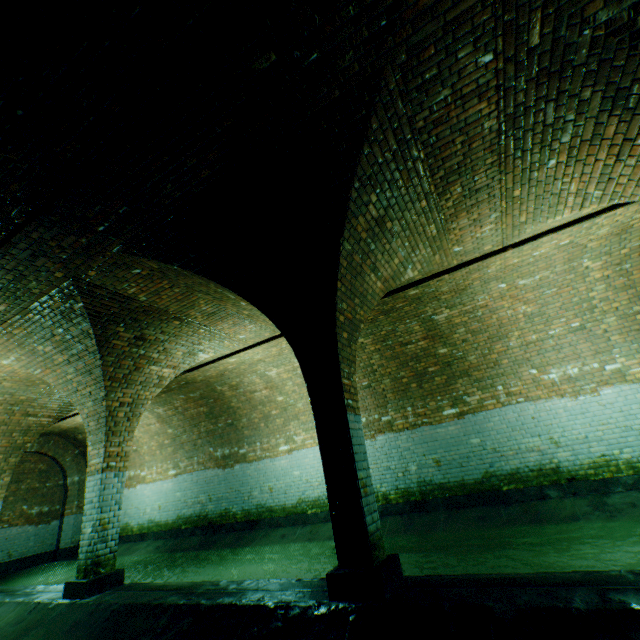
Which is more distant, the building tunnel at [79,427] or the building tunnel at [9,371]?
the building tunnel at [79,427]

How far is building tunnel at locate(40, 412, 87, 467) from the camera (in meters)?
11.51

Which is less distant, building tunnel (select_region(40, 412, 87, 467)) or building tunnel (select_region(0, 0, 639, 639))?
building tunnel (select_region(0, 0, 639, 639))

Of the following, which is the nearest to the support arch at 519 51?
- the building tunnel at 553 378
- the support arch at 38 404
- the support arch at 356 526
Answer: the building tunnel at 553 378

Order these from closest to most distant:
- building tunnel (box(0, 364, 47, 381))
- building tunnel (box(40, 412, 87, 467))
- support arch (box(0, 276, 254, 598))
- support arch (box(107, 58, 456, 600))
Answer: support arch (box(107, 58, 456, 600)), support arch (box(0, 276, 254, 598)), building tunnel (box(0, 364, 47, 381)), building tunnel (box(40, 412, 87, 467))

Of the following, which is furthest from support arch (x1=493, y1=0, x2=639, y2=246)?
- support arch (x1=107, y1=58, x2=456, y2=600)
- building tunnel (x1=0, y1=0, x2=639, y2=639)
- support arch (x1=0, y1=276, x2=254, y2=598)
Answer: support arch (x1=0, y1=276, x2=254, y2=598)

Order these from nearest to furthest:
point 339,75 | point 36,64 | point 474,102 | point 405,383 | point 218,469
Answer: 1. point 36,64
2. point 339,75
3. point 474,102
4. point 405,383
5. point 218,469

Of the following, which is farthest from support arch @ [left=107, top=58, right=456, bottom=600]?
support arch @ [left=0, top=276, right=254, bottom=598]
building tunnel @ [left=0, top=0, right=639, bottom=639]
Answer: support arch @ [left=0, top=276, right=254, bottom=598]
